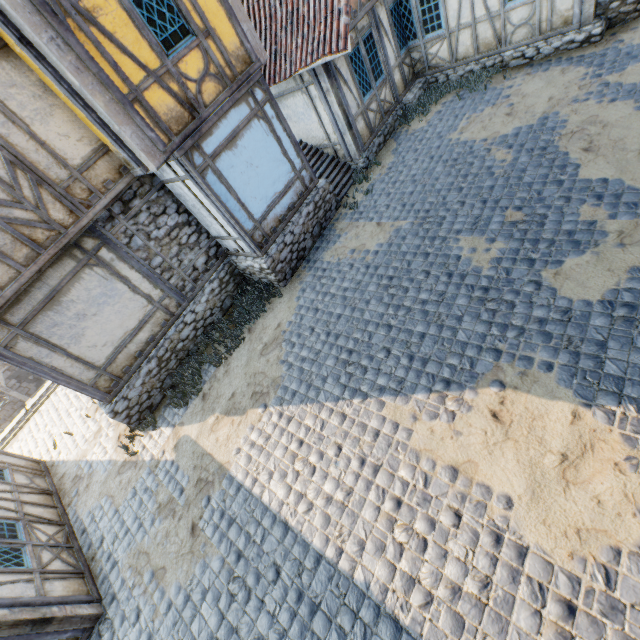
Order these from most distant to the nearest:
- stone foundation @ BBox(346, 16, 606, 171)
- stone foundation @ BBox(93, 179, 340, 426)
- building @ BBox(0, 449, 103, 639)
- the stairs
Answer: the stairs → stone foundation @ BBox(346, 16, 606, 171) → stone foundation @ BBox(93, 179, 340, 426) → building @ BBox(0, 449, 103, 639)

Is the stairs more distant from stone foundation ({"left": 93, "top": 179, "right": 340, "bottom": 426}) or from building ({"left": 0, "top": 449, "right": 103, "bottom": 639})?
building ({"left": 0, "top": 449, "right": 103, "bottom": 639})

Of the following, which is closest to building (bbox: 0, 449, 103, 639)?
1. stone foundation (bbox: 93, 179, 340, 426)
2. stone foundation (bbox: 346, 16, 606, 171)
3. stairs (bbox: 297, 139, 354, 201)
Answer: stone foundation (bbox: 93, 179, 340, 426)

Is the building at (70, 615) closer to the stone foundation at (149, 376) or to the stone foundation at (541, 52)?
the stone foundation at (149, 376)

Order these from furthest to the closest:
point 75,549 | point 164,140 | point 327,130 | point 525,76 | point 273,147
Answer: point 327,130 < point 525,76 < point 273,147 < point 75,549 < point 164,140

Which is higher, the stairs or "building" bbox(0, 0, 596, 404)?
"building" bbox(0, 0, 596, 404)

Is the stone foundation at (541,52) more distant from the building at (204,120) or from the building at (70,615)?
the building at (70,615)

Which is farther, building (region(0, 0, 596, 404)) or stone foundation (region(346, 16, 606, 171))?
stone foundation (region(346, 16, 606, 171))
